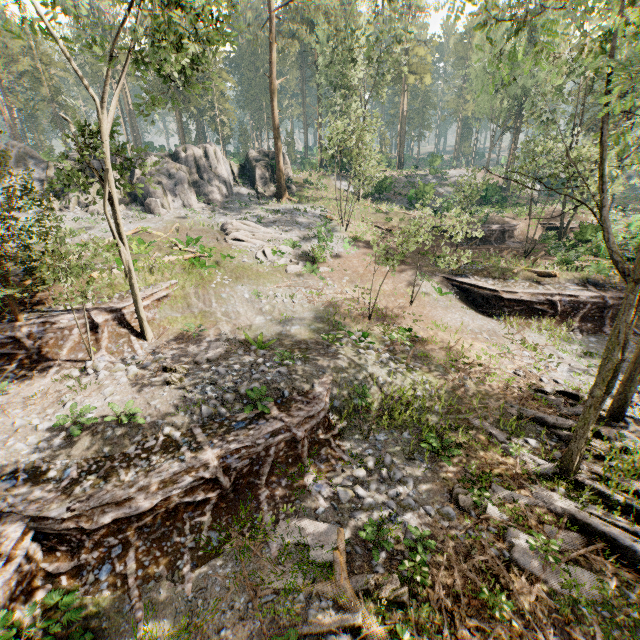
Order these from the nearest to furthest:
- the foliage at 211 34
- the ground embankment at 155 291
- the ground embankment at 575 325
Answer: the foliage at 211 34 < the ground embankment at 155 291 < the ground embankment at 575 325

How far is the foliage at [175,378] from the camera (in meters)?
12.20

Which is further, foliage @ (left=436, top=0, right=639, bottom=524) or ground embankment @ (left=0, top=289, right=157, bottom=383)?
ground embankment @ (left=0, top=289, right=157, bottom=383)

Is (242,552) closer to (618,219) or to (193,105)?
(618,219)

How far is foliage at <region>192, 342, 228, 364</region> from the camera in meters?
13.7

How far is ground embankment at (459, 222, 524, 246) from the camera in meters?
31.1

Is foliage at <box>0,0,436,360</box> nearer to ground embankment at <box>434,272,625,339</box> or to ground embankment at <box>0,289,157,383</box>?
ground embankment at <box>0,289,157,383</box>

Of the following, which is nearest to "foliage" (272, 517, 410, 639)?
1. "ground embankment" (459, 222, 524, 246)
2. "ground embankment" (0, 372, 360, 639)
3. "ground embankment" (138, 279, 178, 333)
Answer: "ground embankment" (138, 279, 178, 333)
